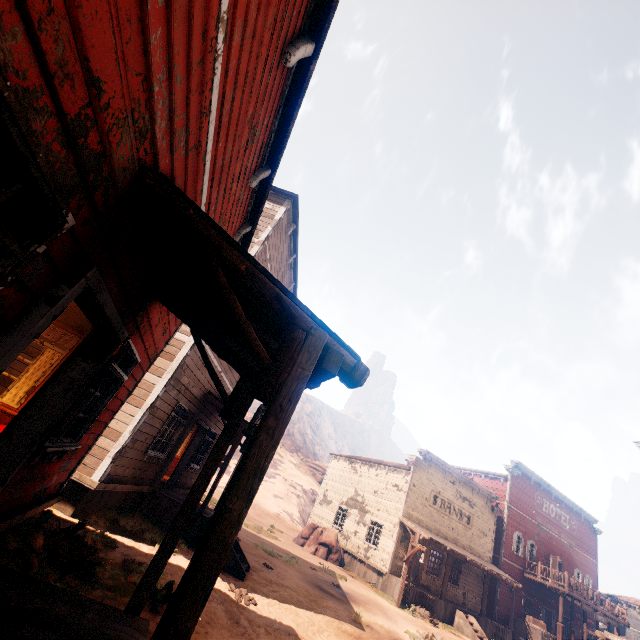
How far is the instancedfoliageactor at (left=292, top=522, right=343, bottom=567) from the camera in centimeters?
2108cm

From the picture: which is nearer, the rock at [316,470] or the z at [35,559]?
the z at [35,559]

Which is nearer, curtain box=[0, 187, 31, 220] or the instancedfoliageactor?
curtain box=[0, 187, 31, 220]

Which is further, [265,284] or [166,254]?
[166,254]

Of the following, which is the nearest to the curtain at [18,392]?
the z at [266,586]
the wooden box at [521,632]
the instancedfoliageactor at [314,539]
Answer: the z at [266,586]

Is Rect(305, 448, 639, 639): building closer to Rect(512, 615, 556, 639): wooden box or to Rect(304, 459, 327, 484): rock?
Rect(512, 615, 556, 639): wooden box

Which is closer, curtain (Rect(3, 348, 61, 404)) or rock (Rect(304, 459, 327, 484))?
curtain (Rect(3, 348, 61, 404))

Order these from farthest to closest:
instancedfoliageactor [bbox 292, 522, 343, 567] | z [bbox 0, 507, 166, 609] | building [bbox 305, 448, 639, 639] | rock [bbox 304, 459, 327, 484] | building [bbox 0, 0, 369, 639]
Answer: rock [bbox 304, 459, 327, 484] → instancedfoliageactor [bbox 292, 522, 343, 567] → building [bbox 305, 448, 639, 639] → z [bbox 0, 507, 166, 609] → building [bbox 0, 0, 369, 639]
